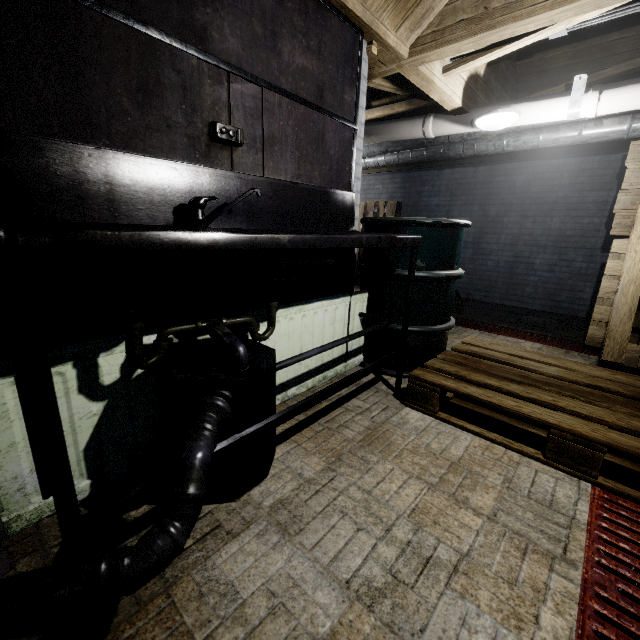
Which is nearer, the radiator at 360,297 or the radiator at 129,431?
the radiator at 129,431

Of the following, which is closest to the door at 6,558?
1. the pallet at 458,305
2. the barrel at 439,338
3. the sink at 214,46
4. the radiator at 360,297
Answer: the sink at 214,46

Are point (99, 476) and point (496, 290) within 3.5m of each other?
no

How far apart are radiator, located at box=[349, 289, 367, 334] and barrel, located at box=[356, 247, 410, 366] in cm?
2

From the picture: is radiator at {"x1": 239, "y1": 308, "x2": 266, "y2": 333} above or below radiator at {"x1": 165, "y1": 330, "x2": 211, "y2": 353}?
above

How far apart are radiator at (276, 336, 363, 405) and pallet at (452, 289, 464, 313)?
2.13m

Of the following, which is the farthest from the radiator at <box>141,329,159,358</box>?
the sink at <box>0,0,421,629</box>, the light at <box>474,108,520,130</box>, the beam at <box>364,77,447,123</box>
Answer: the light at <box>474,108,520,130</box>

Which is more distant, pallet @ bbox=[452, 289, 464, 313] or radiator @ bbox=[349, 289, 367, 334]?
pallet @ bbox=[452, 289, 464, 313]
